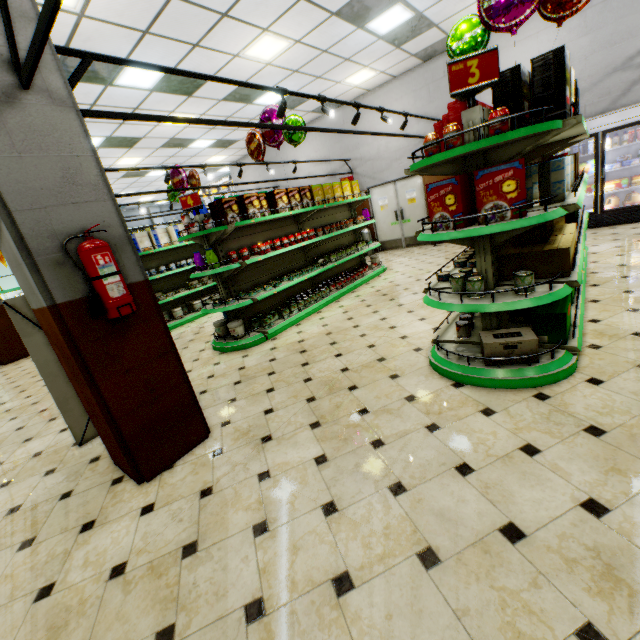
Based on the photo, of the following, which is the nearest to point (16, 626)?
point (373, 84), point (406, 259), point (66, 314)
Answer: point (66, 314)

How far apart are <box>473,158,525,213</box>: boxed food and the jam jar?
0.2 meters

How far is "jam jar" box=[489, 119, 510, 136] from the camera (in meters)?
2.24

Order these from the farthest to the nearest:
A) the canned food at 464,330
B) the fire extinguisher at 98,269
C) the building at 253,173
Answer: the building at 253,173 < the canned food at 464,330 < the fire extinguisher at 98,269

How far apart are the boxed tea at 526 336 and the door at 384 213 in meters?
8.5 m

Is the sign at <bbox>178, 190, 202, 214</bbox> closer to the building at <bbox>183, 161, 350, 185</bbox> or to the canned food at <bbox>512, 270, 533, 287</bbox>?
the building at <bbox>183, 161, 350, 185</bbox>

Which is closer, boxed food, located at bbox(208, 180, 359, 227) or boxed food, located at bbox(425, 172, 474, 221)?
boxed food, located at bbox(425, 172, 474, 221)

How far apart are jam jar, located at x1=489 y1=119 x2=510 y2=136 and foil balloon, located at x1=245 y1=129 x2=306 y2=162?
4.41m
